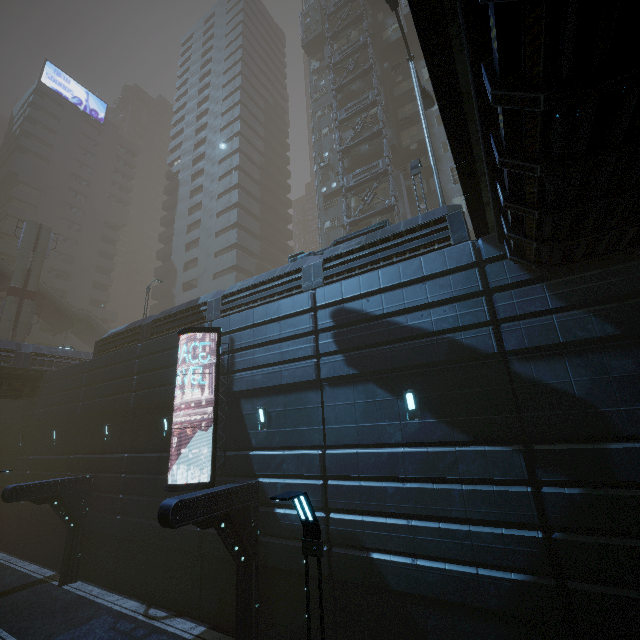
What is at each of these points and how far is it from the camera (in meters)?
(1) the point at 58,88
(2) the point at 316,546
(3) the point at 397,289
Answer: (1) sign, 55.25
(2) street light, 5.43
(3) building, 10.92

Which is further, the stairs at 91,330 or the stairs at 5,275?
the stairs at 91,330

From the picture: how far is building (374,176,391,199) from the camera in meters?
27.5

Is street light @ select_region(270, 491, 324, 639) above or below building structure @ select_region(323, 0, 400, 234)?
below

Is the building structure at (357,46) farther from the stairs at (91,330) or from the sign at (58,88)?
the sign at (58,88)

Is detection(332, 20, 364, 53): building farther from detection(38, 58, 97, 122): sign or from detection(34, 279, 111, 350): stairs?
detection(38, 58, 97, 122): sign

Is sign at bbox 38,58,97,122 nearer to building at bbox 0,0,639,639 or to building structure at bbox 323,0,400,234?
building at bbox 0,0,639,639
